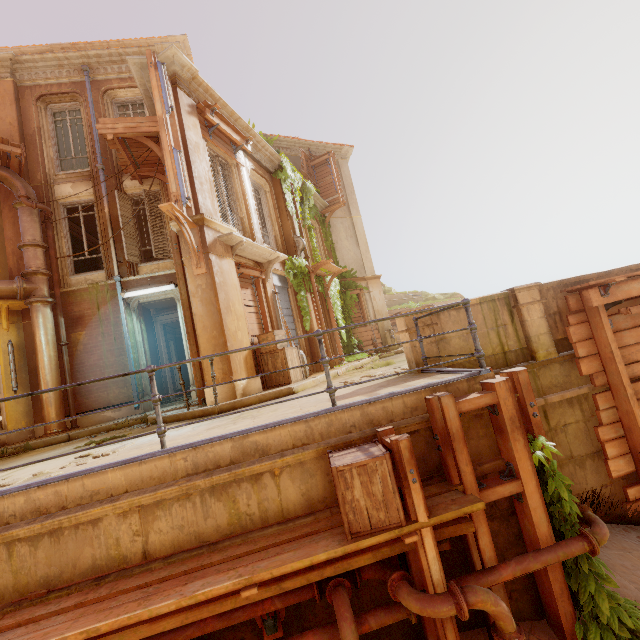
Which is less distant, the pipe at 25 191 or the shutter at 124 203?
the pipe at 25 191

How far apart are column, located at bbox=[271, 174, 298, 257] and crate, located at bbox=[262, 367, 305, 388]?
4.3 meters

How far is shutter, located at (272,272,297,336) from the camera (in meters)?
11.84

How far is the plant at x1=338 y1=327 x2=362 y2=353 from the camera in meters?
16.3 m

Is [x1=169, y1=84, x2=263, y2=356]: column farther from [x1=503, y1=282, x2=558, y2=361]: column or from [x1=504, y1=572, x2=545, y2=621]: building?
[x1=503, y1=282, x2=558, y2=361]: column

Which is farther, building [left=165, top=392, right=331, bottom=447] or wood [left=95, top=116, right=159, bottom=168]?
wood [left=95, top=116, right=159, bottom=168]

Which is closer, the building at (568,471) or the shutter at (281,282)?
the building at (568,471)

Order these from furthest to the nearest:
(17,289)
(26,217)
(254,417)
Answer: (26,217)
(17,289)
(254,417)
